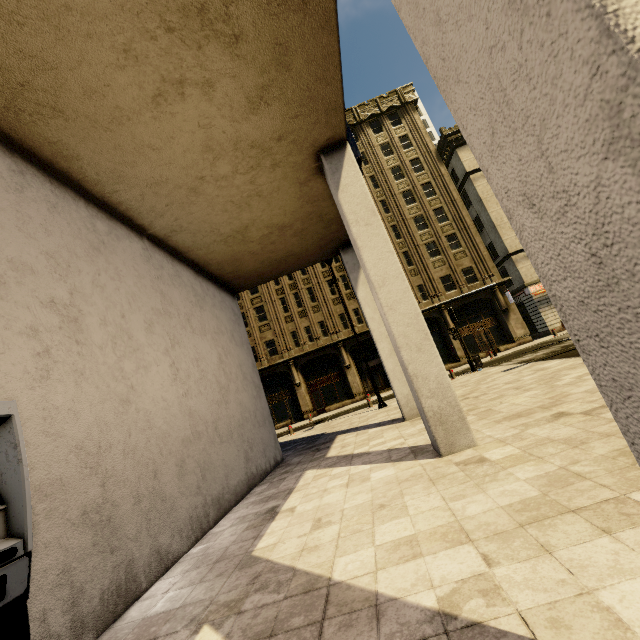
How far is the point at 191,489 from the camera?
5.42m

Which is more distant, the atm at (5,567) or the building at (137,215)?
the atm at (5,567)

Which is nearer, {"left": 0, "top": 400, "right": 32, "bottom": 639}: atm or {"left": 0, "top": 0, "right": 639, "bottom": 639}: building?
{"left": 0, "top": 0, "right": 639, "bottom": 639}: building
